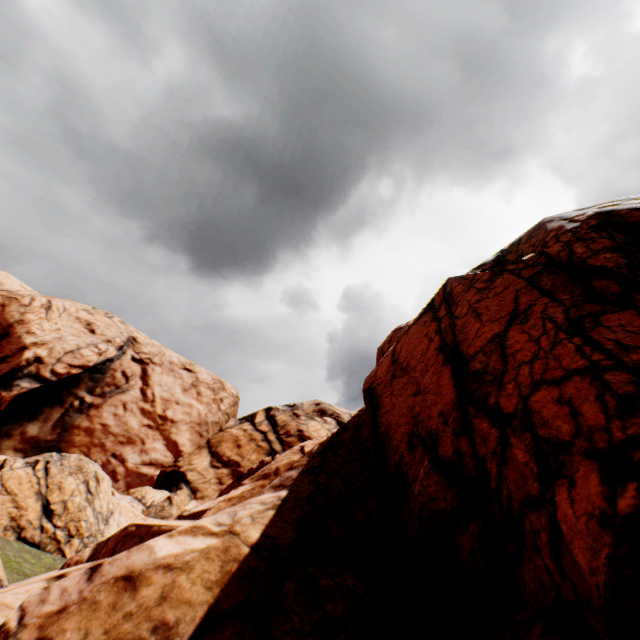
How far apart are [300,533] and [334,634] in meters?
2.1 m
